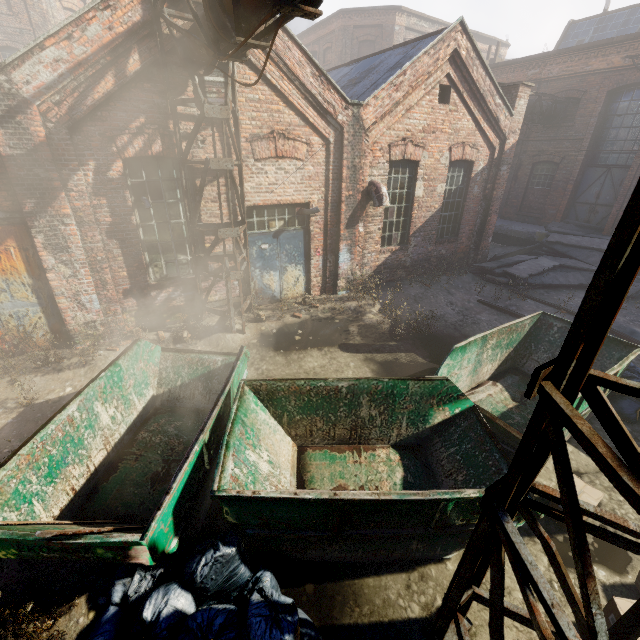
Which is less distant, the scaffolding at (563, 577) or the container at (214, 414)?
the scaffolding at (563, 577)

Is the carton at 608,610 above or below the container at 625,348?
below

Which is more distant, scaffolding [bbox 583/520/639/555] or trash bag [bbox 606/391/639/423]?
trash bag [bbox 606/391/639/423]

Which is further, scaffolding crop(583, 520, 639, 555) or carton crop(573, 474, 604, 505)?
carton crop(573, 474, 604, 505)

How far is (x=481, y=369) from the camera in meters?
6.4

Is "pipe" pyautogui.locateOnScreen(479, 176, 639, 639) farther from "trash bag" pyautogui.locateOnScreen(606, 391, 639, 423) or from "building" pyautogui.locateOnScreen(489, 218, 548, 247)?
"building" pyautogui.locateOnScreen(489, 218, 548, 247)

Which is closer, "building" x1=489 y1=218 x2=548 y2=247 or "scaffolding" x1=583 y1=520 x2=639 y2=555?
"scaffolding" x1=583 y1=520 x2=639 y2=555

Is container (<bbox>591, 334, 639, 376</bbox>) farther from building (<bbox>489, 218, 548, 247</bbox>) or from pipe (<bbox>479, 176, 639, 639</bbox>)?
building (<bbox>489, 218, 548, 247</bbox>)
